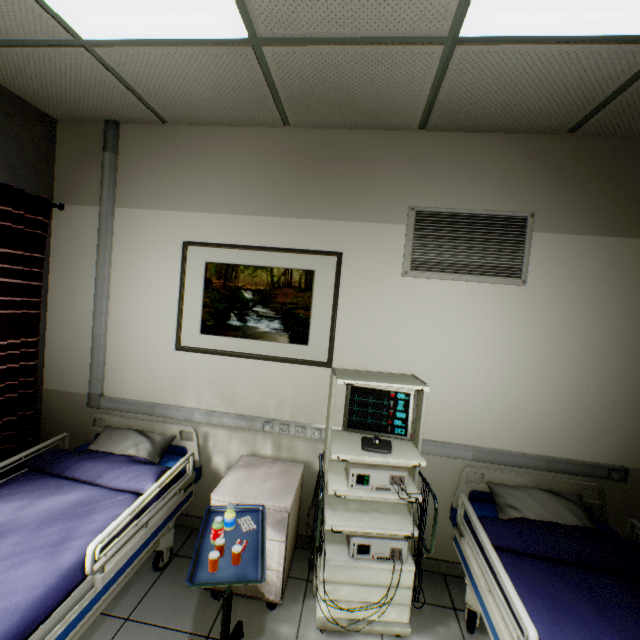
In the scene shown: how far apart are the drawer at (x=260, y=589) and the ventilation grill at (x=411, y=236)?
1.8m

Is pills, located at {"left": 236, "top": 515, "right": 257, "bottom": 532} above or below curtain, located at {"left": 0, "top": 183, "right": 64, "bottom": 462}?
below

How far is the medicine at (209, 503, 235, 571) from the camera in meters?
1.4

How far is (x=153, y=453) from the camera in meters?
2.4

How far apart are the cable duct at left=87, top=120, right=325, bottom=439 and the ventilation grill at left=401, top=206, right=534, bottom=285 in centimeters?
128cm

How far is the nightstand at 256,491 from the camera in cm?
200

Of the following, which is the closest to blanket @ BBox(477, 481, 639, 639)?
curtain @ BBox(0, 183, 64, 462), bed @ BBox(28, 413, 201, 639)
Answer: bed @ BBox(28, 413, 201, 639)

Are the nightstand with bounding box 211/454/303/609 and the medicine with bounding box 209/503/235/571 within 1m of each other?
yes
